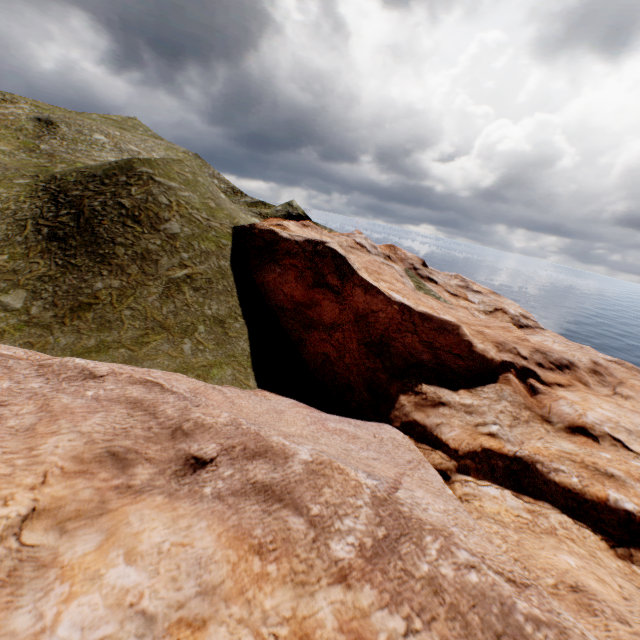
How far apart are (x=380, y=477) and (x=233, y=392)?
10.3m
